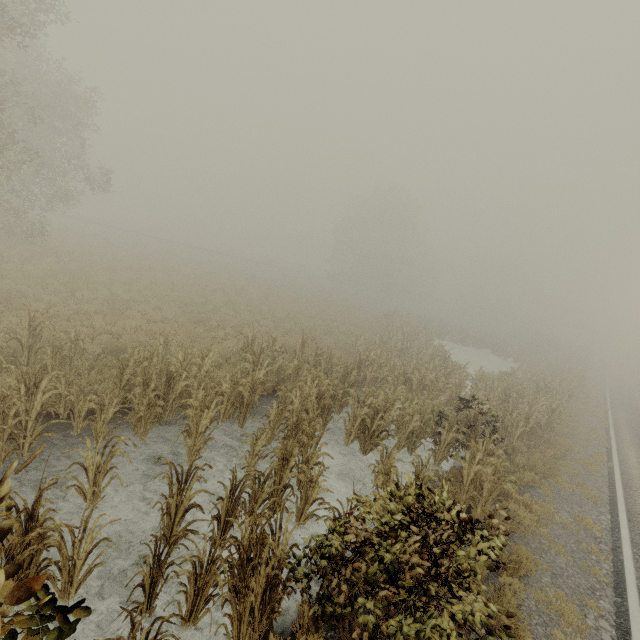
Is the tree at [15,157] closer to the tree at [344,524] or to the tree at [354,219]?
the tree at [344,524]

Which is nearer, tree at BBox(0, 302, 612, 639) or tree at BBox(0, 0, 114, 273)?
tree at BBox(0, 302, 612, 639)

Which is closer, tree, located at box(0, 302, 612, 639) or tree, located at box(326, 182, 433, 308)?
tree, located at box(0, 302, 612, 639)

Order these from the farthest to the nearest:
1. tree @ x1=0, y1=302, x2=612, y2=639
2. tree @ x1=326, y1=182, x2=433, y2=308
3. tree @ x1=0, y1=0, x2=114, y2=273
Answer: tree @ x1=326, y1=182, x2=433, y2=308, tree @ x1=0, y1=0, x2=114, y2=273, tree @ x1=0, y1=302, x2=612, y2=639

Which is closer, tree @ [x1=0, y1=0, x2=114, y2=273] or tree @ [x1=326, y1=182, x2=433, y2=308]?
tree @ [x1=0, y1=0, x2=114, y2=273]

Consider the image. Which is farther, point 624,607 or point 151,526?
point 624,607

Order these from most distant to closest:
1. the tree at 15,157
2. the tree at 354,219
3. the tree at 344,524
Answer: the tree at 354,219, the tree at 15,157, the tree at 344,524

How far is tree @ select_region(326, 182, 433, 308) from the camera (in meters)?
45.59
